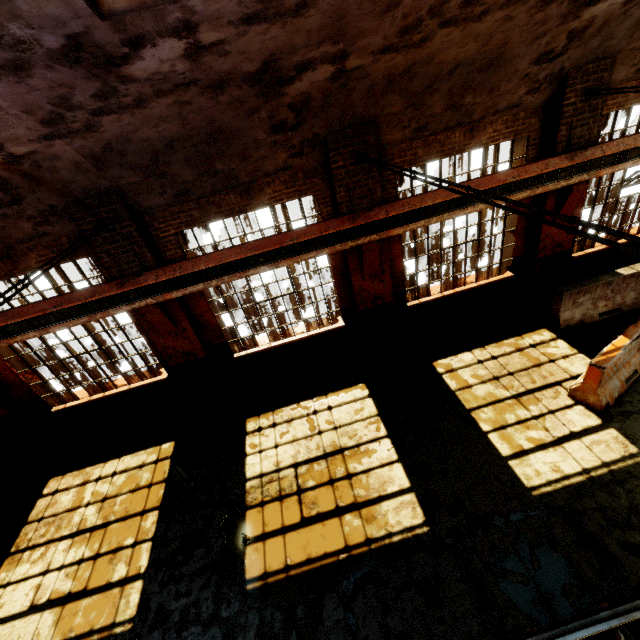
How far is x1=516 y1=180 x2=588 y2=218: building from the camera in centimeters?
734cm

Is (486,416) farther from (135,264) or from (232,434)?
(135,264)

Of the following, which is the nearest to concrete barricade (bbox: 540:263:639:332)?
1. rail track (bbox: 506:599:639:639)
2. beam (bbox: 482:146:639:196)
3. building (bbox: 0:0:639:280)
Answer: building (bbox: 0:0:639:280)

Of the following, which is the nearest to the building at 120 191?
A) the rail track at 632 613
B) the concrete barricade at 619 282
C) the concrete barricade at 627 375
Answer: the concrete barricade at 619 282

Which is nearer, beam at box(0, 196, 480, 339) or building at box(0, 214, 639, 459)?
beam at box(0, 196, 480, 339)

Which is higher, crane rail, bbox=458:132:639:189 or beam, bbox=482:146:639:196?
crane rail, bbox=458:132:639:189

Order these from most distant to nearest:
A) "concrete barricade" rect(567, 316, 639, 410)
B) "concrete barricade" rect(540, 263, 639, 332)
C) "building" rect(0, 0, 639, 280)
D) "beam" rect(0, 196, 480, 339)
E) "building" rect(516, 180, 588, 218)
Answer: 1. "concrete barricade" rect(540, 263, 639, 332)
2. "building" rect(516, 180, 588, 218)
3. "beam" rect(0, 196, 480, 339)
4. "concrete barricade" rect(567, 316, 639, 410)
5. "building" rect(0, 0, 639, 280)

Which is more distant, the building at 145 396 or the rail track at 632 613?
the building at 145 396
